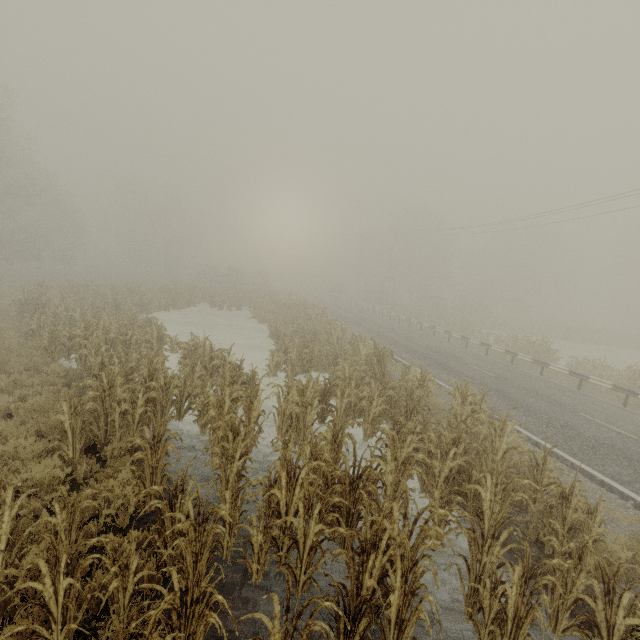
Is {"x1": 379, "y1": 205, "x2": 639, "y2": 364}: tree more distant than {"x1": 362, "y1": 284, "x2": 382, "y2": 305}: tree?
No

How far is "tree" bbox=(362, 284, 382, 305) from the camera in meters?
51.2

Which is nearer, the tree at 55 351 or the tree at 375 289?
the tree at 55 351

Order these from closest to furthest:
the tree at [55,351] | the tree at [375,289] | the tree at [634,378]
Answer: the tree at [55,351] < the tree at [634,378] < the tree at [375,289]

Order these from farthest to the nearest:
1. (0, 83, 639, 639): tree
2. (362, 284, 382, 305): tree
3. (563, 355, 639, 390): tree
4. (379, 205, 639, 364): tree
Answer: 1. (362, 284, 382, 305): tree
2. (379, 205, 639, 364): tree
3. (563, 355, 639, 390): tree
4. (0, 83, 639, 639): tree

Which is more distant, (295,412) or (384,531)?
(295,412)
